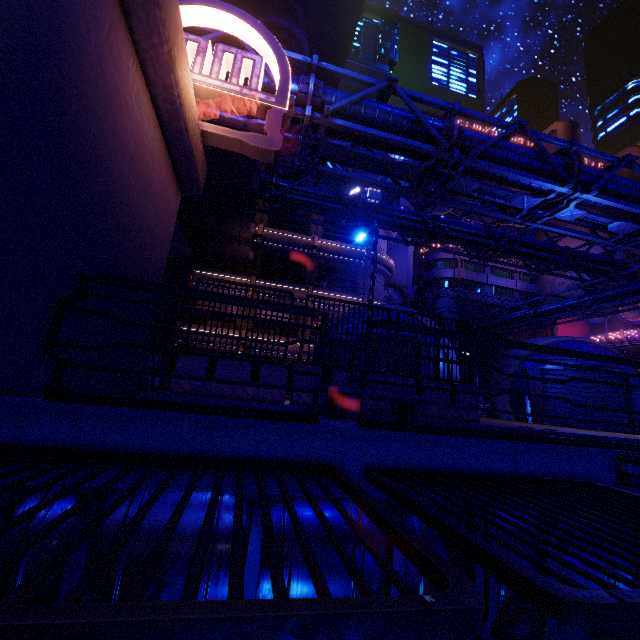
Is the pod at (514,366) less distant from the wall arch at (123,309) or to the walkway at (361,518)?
the walkway at (361,518)

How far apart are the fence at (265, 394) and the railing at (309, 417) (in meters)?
4.05

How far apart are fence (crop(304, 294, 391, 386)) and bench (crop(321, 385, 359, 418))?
0.64m

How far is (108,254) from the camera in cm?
456

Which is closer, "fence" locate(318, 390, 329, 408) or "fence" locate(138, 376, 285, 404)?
"fence" locate(138, 376, 285, 404)

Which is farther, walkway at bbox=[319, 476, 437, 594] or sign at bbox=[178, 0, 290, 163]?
sign at bbox=[178, 0, 290, 163]

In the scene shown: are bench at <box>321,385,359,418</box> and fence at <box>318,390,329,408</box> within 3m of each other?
yes
